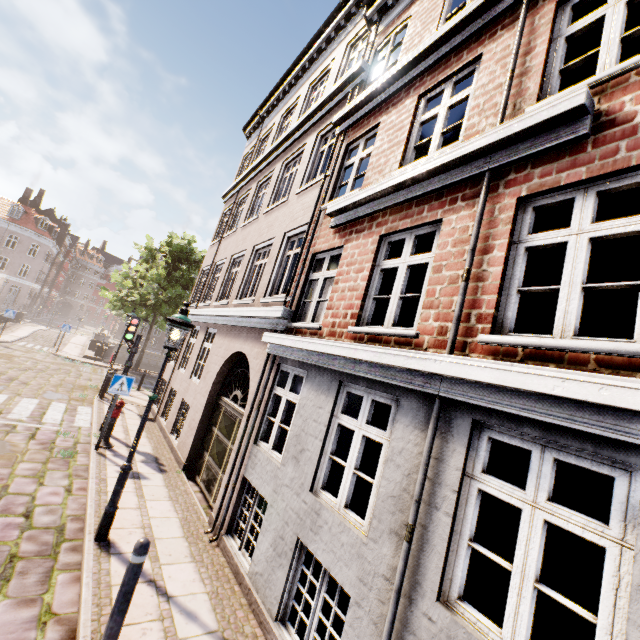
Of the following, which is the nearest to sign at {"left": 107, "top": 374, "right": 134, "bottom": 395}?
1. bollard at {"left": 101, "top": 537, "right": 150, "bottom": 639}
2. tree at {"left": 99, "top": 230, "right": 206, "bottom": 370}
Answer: bollard at {"left": 101, "top": 537, "right": 150, "bottom": 639}

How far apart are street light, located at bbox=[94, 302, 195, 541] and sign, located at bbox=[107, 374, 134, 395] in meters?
3.7 m

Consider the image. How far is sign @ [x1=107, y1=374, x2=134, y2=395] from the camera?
8.19m

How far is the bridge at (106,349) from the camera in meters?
22.6 m

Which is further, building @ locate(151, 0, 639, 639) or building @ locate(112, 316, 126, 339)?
building @ locate(112, 316, 126, 339)

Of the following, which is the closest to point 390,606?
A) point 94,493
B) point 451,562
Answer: point 451,562

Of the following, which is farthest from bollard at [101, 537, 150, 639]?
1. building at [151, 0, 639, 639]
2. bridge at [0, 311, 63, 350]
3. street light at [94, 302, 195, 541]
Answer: building at [151, 0, 639, 639]

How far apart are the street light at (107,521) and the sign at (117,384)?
3.70m
